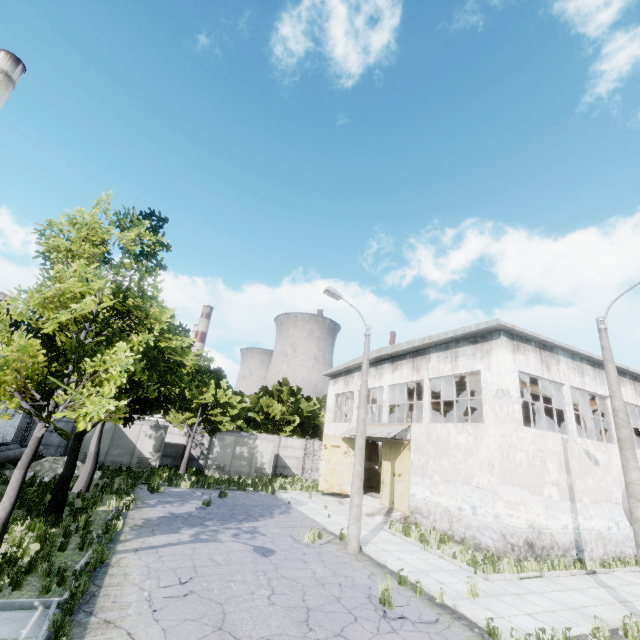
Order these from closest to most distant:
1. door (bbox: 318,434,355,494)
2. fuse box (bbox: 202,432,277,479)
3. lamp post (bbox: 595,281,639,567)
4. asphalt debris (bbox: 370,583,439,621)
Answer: asphalt debris (bbox: 370,583,439,621) < lamp post (bbox: 595,281,639,567) < door (bbox: 318,434,355,494) < fuse box (bbox: 202,432,277,479)

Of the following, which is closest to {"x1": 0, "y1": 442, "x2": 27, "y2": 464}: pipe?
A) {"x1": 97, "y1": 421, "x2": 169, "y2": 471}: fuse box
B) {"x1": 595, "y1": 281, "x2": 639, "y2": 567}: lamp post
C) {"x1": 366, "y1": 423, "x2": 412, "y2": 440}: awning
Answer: {"x1": 97, "y1": 421, "x2": 169, "y2": 471}: fuse box

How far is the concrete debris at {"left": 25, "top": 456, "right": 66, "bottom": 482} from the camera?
17.4 meters

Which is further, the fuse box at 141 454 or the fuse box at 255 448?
the fuse box at 255 448

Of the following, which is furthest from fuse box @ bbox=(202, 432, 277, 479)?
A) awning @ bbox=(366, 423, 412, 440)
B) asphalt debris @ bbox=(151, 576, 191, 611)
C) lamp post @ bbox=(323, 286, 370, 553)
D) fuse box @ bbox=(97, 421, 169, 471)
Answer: asphalt debris @ bbox=(151, 576, 191, 611)

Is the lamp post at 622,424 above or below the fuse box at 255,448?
above

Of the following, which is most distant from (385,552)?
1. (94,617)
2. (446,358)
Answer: (446,358)

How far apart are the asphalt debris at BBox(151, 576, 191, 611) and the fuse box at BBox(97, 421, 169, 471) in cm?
1870
